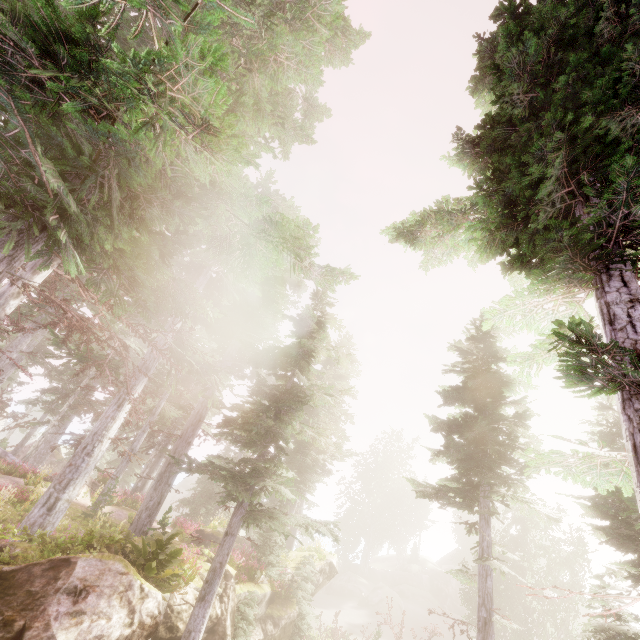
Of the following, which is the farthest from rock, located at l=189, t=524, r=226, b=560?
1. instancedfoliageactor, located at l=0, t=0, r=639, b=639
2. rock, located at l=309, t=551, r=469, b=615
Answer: rock, located at l=309, t=551, r=469, b=615

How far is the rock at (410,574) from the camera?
21.2 meters

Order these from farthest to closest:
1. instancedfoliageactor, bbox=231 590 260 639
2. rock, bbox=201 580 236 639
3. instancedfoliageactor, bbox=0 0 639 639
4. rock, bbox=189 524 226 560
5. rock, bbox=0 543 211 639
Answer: rock, bbox=189 524 226 560 < instancedfoliageactor, bbox=231 590 260 639 < rock, bbox=201 580 236 639 < rock, bbox=0 543 211 639 < instancedfoliageactor, bbox=0 0 639 639

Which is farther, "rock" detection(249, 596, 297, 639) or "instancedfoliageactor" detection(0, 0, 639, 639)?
"rock" detection(249, 596, 297, 639)

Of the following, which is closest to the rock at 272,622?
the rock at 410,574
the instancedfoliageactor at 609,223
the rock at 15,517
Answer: the instancedfoliageactor at 609,223

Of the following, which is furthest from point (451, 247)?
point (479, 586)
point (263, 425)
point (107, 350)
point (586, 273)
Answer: point (107, 350)
